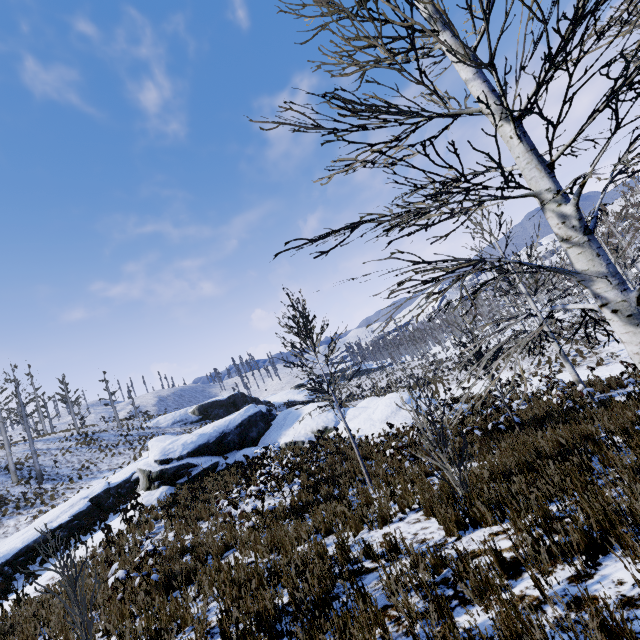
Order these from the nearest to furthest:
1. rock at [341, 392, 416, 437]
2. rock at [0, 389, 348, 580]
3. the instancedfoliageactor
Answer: rock at [0, 389, 348, 580] < rock at [341, 392, 416, 437] < the instancedfoliageactor

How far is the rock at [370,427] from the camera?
17.0 meters

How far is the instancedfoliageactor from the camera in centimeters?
2803cm

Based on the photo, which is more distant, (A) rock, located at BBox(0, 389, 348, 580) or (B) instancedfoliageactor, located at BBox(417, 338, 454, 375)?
(B) instancedfoliageactor, located at BBox(417, 338, 454, 375)

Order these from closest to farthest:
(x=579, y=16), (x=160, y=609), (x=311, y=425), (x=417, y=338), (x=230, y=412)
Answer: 1. (x=579, y=16)
2. (x=160, y=609)
3. (x=311, y=425)
4. (x=230, y=412)
5. (x=417, y=338)

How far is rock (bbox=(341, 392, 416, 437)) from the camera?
17.0 meters

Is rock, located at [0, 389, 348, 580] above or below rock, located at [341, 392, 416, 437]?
above

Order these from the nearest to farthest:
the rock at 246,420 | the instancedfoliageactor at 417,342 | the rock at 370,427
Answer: the rock at 246,420 → the rock at 370,427 → the instancedfoliageactor at 417,342
